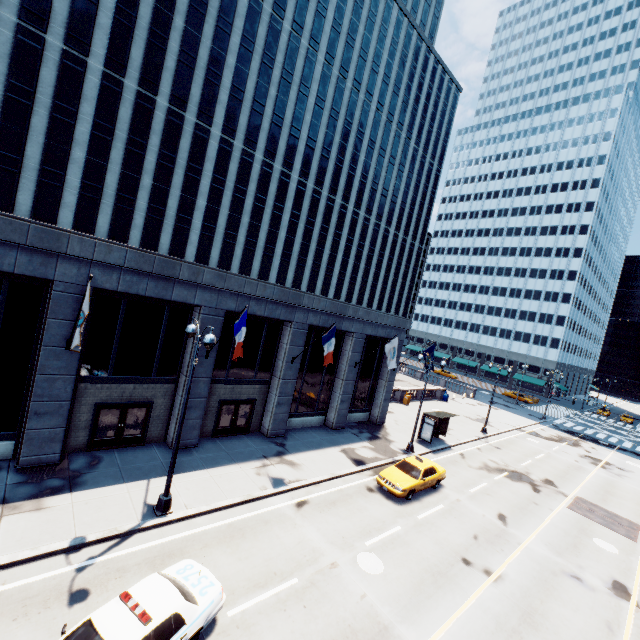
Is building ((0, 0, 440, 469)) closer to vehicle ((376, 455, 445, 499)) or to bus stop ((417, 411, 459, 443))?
bus stop ((417, 411, 459, 443))

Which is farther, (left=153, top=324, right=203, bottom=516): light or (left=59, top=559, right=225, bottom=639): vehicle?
(left=153, top=324, right=203, bottom=516): light

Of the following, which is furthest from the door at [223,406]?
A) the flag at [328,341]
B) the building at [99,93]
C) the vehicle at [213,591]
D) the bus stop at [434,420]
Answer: the bus stop at [434,420]

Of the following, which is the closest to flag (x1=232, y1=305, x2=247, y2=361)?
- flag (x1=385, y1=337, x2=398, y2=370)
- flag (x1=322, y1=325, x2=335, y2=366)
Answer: flag (x1=322, y1=325, x2=335, y2=366)

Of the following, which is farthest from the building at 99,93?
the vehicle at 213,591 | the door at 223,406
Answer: the vehicle at 213,591

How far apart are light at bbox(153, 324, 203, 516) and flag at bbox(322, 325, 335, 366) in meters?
7.9

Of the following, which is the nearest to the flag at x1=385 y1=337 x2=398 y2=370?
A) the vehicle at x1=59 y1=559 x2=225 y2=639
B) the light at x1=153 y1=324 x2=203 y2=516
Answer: the light at x1=153 y1=324 x2=203 y2=516

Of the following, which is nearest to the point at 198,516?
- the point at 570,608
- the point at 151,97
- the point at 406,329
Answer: the point at 570,608
